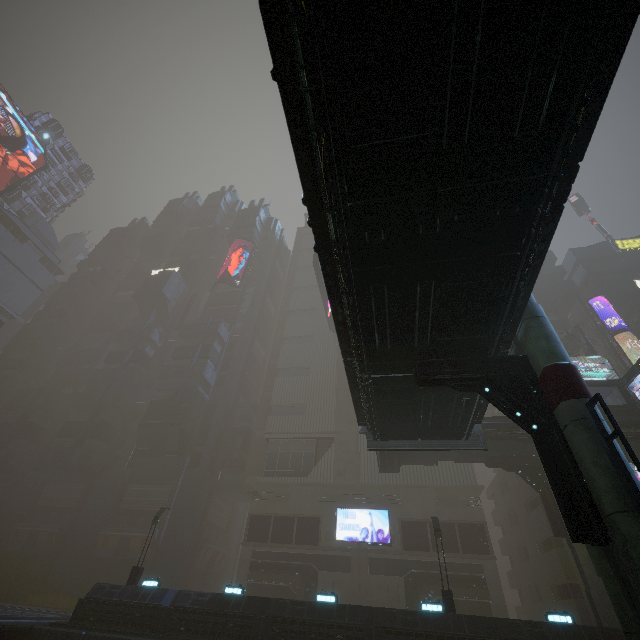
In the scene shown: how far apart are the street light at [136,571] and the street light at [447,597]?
19.7m

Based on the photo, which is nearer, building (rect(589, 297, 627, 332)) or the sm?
the sm

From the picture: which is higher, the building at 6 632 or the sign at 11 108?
the sign at 11 108

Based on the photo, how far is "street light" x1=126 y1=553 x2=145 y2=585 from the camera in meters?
21.7 m

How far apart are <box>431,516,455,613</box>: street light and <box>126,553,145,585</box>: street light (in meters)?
19.70

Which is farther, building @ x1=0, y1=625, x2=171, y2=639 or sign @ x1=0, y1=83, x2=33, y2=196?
sign @ x1=0, y1=83, x2=33, y2=196

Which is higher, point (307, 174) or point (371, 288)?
point (307, 174)

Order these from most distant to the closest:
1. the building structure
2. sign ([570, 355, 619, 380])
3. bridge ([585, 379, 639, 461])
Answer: sign ([570, 355, 619, 380]) → bridge ([585, 379, 639, 461]) → the building structure
